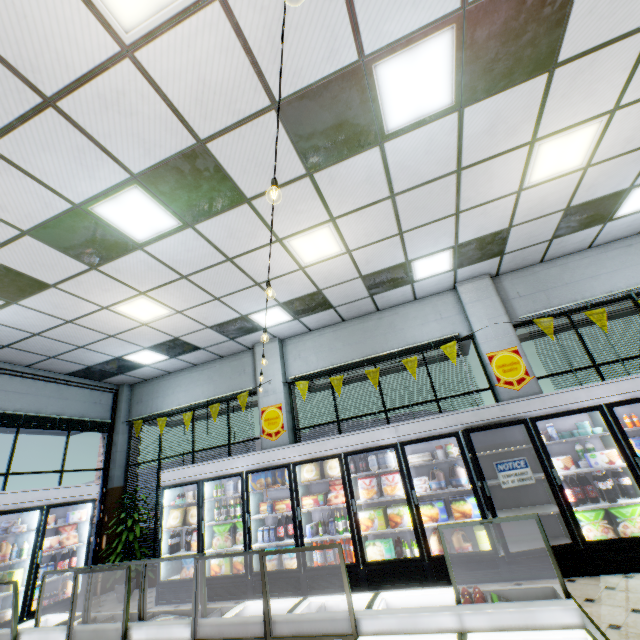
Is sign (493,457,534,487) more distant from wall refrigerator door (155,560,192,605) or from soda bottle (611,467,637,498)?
soda bottle (611,467,637,498)

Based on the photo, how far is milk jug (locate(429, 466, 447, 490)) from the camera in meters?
5.1

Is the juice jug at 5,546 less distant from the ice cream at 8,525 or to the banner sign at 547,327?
the ice cream at 8,525

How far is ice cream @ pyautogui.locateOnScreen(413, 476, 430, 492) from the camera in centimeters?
528cm

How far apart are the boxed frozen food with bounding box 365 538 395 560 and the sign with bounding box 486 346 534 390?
3.3 meters

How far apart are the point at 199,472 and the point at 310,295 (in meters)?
4.31

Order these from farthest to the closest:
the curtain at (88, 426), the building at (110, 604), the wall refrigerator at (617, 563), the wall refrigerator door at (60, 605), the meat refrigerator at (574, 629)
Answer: the curtain at (88, 426), the building at (110, 604), the wall refrigerator door at (60, 605), the wall refrigerator at (617, 563), the meat refrigerator at (574, 629)

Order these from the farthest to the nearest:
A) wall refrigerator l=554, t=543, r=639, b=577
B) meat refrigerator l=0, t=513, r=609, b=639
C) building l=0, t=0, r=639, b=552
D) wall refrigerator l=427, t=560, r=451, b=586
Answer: wall refrigerator l=427, t=560, r=451, b=586
wall refrigerator l=554, t=543, r=639, b=577
building l=0, t=0, r=639, b=552
meat refrigerator l=0, t=513, r=609, b=639
